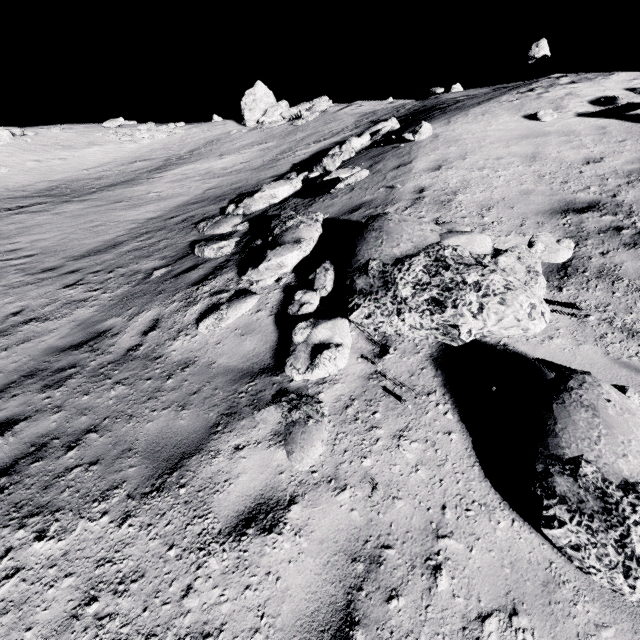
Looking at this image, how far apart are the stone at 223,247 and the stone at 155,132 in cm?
2931

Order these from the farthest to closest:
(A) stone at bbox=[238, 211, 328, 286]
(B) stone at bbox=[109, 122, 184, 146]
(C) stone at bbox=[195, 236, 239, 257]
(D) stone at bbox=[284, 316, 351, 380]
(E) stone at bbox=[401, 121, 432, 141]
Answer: (B) stone at bbox=[109, 122, 184, 146], (E) stone at bbox=[401, 121, 432, 141], (C) stone at bbox=[195, 236, 239, 257], (A) stone at bbox=[238, 211, 328, 286], (D) stone at bbox=[284, 316, 351, 380]

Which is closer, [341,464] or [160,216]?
[341,464]

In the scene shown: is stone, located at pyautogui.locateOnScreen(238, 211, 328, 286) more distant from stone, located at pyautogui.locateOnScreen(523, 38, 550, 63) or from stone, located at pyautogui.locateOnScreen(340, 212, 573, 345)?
stone, located at pyautogui.locateOnScreen(523, 38, 550, 63)

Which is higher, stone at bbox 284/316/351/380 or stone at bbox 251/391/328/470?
stone at bbox 284/316/351/380

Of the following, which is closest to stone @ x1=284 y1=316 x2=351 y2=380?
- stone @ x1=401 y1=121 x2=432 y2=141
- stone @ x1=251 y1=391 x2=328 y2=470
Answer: stone @ x1=251 y1=391 x2=328 y2=470

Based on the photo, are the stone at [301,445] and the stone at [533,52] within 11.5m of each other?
no

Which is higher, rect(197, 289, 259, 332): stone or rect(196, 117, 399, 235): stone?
rect(196, 117, 399, 235): stone
